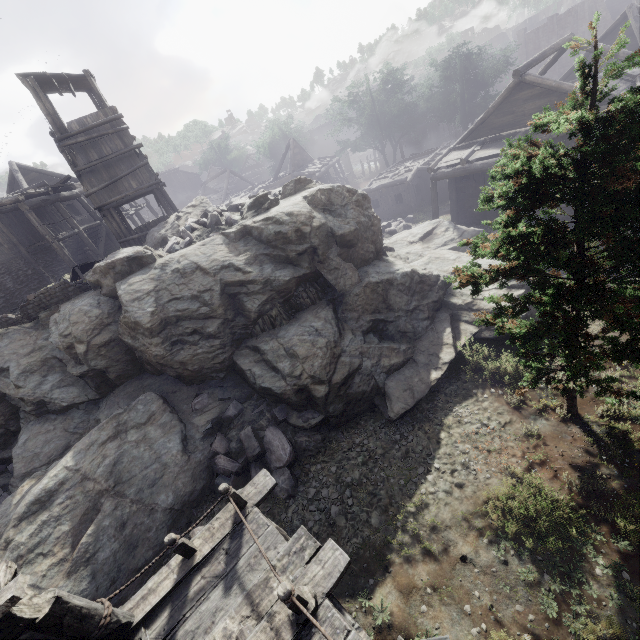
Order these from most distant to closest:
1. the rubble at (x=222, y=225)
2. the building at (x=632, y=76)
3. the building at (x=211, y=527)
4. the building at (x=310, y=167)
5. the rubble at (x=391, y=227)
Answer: the building at (x=310, y=167) → the rubble at (x=391, y=227) → the building at (x=632, y=76) → the rubble at (x=222, y=225) → the building at (x=211, y=527)

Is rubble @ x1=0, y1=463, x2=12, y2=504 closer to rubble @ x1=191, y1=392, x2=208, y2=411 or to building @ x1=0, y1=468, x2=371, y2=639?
rubble @ x1=191, y1=392, x2=208, y2=411

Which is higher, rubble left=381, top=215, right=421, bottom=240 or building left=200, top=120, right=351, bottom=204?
building left=200, top=120, right=351, bottom=204

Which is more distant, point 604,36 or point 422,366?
point 604,36

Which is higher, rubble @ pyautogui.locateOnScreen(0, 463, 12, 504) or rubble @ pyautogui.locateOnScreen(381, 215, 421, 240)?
rubble @ pyautogui.locateOnScreen(0, 463, 12, 504)

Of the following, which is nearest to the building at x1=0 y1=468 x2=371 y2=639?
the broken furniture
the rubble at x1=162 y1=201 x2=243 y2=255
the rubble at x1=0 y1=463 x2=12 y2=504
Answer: the broken furniture

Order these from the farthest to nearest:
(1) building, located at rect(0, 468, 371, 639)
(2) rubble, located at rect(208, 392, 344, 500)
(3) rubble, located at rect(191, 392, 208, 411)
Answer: (3) rubble, located at rect(191, 392, 208, 411) < (2) rubble, located at rect(208, 392, 344, 500) < (1) building, located at rect(0, 468, 371, 639)

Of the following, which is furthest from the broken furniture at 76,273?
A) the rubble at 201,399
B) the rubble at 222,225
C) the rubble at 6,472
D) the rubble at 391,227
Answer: the rubble at 391,227
